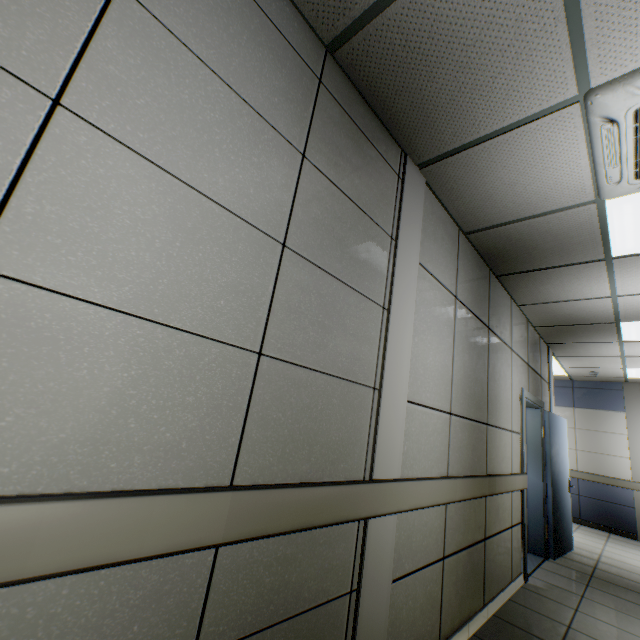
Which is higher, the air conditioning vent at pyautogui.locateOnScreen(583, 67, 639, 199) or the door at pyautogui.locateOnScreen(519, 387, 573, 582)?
the air conditioning vent at pyautogui.locateOnScreen(583, 67, 639, 199)

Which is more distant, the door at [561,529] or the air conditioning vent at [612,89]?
the door at [561,529]

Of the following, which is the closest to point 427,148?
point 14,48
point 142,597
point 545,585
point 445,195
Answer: point 445,195

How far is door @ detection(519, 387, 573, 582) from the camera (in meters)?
4.15

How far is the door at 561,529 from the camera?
Result: 4.15m

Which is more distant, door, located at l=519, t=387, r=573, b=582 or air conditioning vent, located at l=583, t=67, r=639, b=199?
door, located at l=519, t=387, r=573, b=582
